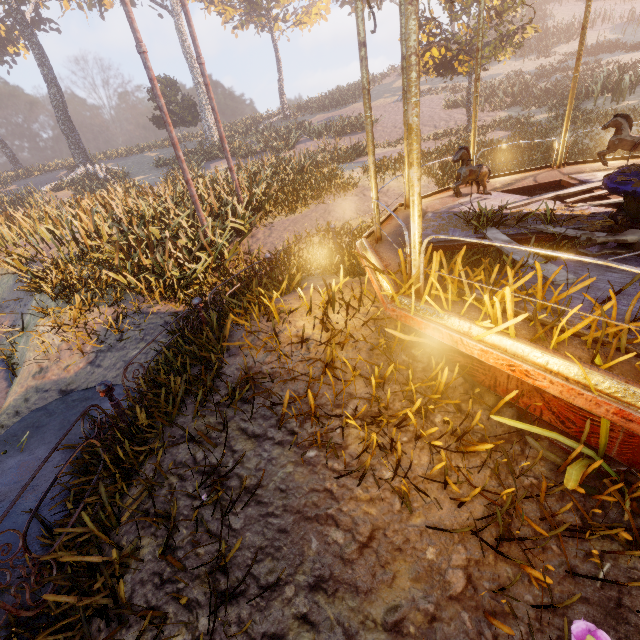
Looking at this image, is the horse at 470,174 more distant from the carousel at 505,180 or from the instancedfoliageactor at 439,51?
the instancedfoliageactor at 439,51

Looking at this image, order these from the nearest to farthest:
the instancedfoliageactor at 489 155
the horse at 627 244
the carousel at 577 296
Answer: the carousel at 577 296 < the horse at 627 244 < the instancedfoliageactor at 489 155

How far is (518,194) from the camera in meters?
6.9

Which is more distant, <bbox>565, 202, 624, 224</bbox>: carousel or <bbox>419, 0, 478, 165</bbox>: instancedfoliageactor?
<bbox>419, 0, 478, 165</bbox>: instancedfoliageactor

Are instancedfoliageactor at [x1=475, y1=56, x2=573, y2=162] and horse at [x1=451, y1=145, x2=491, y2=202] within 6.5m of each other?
no

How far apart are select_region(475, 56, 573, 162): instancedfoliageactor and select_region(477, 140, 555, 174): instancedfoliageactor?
10.83m

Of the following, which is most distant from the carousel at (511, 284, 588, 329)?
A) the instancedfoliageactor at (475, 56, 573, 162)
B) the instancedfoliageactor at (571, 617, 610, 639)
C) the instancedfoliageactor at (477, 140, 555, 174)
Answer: the instancedfoliageactor at (475, 56, 573, 162)

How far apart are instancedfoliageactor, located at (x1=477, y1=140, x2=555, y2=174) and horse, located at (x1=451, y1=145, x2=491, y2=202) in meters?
6.3
